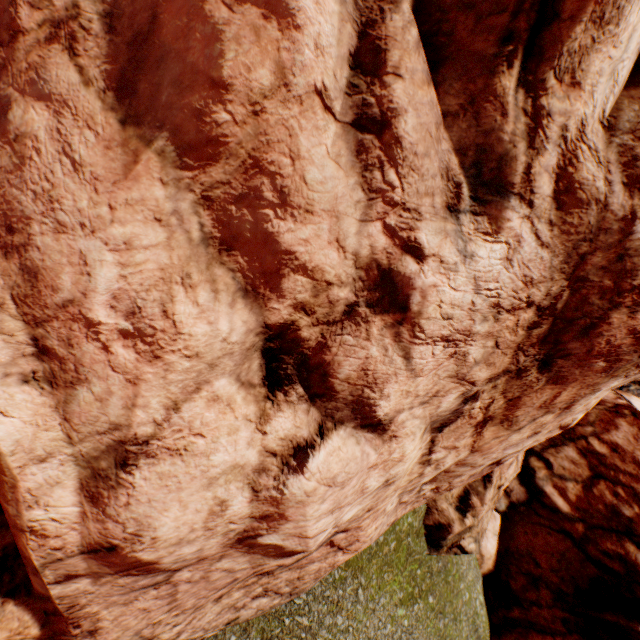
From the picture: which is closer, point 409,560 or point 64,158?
point 64,158
